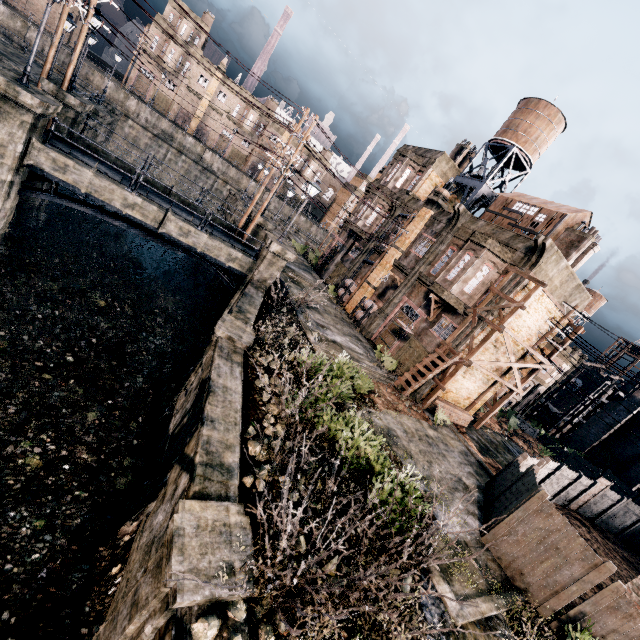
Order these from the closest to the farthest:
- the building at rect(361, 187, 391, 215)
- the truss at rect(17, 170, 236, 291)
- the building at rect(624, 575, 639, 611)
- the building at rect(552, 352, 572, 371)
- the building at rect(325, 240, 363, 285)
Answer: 1. the building at rect(624, 575, 639, 611)
2. the truss at rect(17, 170, 236, 291)
3. the building at rect(361, 187, 391, 215)
4. the building at rect(325, 240, 363, 285)
5. the building at rect(552, 352, 572, 371)

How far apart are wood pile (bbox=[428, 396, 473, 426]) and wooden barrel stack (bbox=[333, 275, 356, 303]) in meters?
13.0 m

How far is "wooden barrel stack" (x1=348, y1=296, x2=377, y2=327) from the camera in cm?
2673

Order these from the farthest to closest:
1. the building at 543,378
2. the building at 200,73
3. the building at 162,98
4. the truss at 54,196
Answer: the building at 162,98, the building at 200,73, the building at 543,378, the truss at 54,196

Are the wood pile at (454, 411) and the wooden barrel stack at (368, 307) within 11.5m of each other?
yes

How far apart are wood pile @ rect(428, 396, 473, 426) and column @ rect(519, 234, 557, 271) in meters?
9.5 m

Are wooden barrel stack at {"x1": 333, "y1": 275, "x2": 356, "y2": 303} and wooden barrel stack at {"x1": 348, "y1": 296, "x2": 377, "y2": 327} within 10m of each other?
yes

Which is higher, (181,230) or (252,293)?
(181,230)
